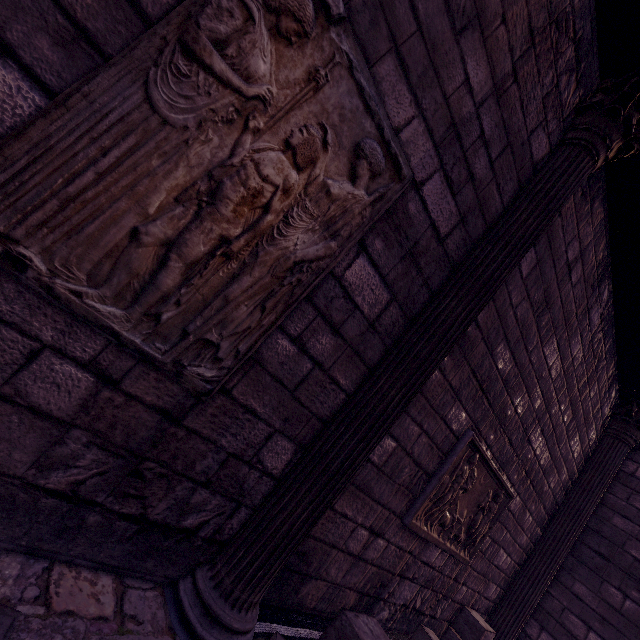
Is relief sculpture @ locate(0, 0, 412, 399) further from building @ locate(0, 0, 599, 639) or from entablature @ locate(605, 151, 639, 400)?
entablature @ locate(605, 151, 639, 400)

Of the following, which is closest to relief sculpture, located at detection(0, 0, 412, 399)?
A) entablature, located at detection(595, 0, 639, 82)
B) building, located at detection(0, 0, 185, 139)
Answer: building, located at detection(0, 0, 185, 139)

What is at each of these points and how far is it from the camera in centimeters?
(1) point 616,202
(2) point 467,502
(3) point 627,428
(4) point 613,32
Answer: (1) entablature, 338cm
(2) relief sculpture, 359cm
(3) column, 548cm
(4) entablature, 248cm

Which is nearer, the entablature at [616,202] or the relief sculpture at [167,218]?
the relief sculpture at [167,218]

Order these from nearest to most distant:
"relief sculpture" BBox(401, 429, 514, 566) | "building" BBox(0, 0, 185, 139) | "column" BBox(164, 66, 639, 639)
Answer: "building" BBox(0, 0, 185, 139), "column" BBox(164, 66, 639, 639), "relief sculpture" BBox(401, 429, 514, 566)

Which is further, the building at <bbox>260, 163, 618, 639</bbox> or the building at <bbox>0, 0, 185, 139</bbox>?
the building at <bbox>260, 163, 618, 639</bbox>

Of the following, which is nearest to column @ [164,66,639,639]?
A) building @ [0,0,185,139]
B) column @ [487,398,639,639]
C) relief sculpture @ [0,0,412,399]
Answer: building @ [0,0,185,139]

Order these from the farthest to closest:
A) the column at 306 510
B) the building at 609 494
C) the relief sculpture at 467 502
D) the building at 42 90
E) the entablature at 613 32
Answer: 1. the building at 609 494
2. the relief sculpture at 467 502
3. the entablature at 613 32
4. the column at 306 510
5. the building at 42 90
